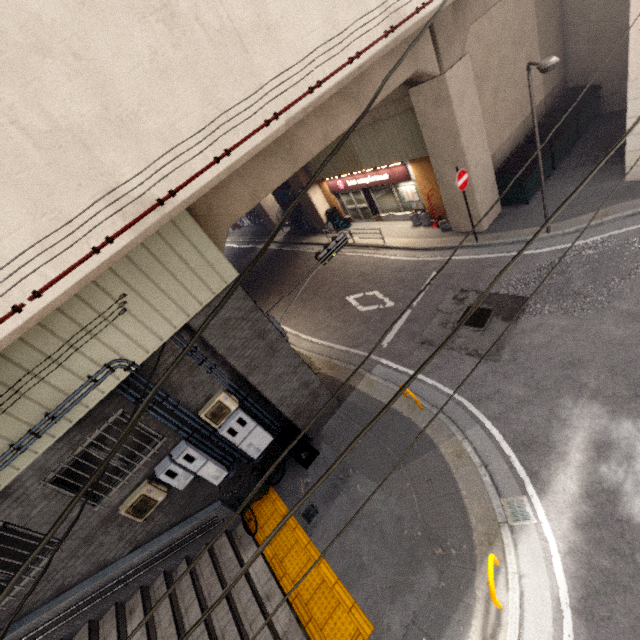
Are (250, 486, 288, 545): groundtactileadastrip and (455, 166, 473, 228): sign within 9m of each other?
no

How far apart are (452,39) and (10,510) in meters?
15.4

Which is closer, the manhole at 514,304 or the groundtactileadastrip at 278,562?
the groundtactileadastrip at 278,562

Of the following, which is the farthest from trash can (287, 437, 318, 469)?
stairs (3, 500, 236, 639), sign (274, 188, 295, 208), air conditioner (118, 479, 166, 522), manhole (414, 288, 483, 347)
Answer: sign (274, 188, 295, 208)

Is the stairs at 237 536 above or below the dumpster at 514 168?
below

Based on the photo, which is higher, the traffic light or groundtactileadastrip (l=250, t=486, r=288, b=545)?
the traffic light

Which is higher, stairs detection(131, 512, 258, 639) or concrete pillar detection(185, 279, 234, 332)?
concrete pillar detection(185, 279, 234, 332)

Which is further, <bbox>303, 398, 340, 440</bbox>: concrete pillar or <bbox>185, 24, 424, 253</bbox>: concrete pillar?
<bbox>303, 398, 340, 440</bbox>: concrete pillar
